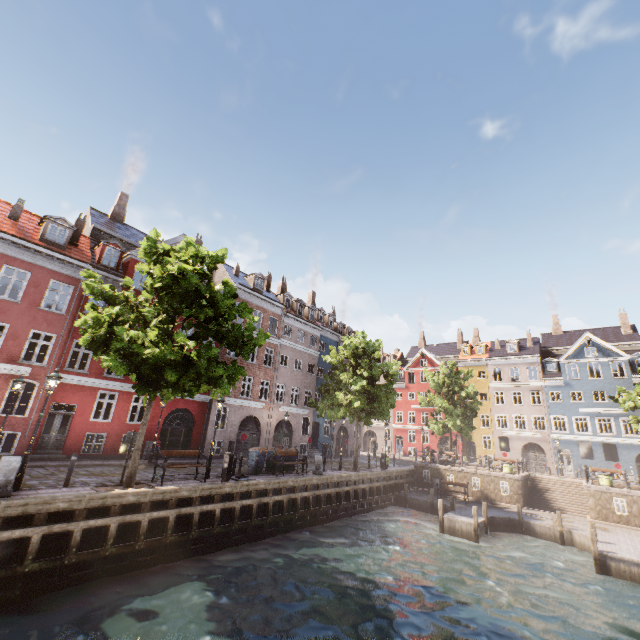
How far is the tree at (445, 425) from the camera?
32.81m

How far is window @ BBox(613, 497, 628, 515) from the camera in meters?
20.0

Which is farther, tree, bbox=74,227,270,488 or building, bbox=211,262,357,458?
building, bbox=211,262,357,458

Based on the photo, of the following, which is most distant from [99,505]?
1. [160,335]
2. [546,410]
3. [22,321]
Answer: [546,410]

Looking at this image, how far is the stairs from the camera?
22.8 meters

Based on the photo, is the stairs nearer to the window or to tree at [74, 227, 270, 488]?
the window

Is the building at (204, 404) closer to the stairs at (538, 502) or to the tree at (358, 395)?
the tree at (358, 395)
